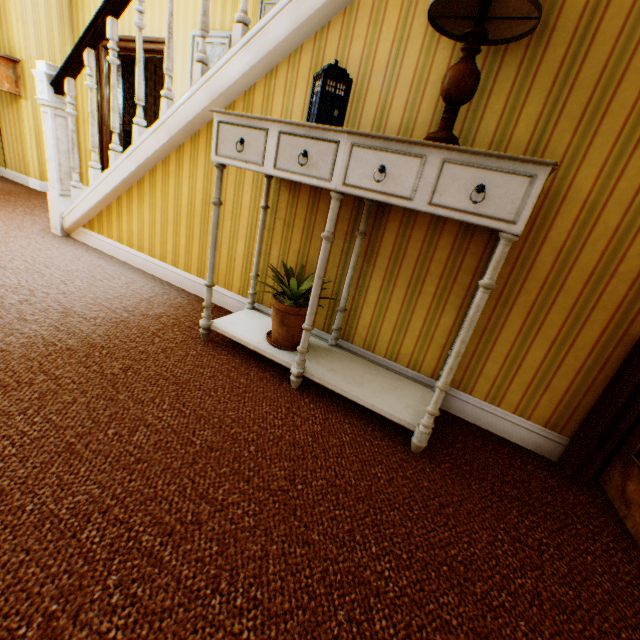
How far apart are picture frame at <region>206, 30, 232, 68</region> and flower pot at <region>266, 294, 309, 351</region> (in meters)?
3.27

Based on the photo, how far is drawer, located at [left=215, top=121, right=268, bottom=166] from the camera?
1.6 meters

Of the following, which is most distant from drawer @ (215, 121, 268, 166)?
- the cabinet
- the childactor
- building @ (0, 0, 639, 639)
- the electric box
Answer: the electric box

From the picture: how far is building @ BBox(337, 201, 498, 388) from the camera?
1.79m

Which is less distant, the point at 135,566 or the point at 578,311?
the point at 135,566

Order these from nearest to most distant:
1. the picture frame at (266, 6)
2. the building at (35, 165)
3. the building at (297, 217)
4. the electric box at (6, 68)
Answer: the building at (35, 165) → the building at (297, 217) → the picture frame at (266, 6) → the electric box at (6, 68)

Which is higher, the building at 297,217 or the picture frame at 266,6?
the picture frame at 266,6

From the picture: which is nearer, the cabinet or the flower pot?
the cabinet
